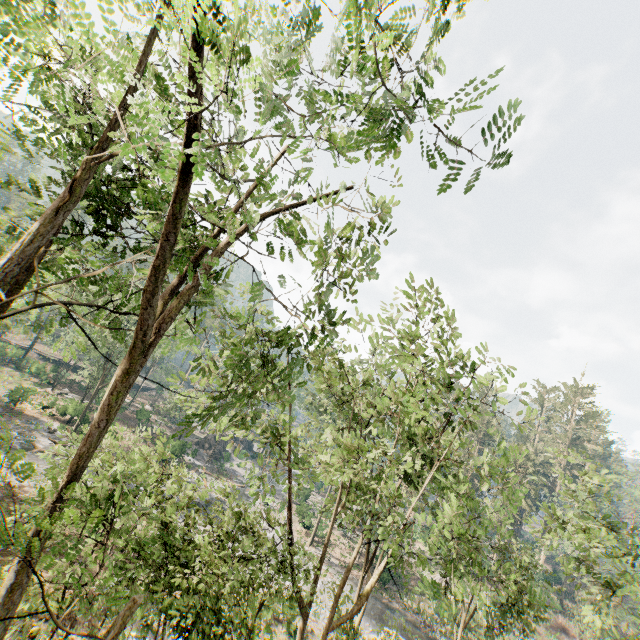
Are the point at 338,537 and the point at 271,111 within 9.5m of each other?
no

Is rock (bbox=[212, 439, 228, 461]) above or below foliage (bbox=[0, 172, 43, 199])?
below

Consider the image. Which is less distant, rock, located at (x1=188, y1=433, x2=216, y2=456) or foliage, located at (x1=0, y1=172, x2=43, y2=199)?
foliage, located at (x1=0, y1=172, x2=43, y2=199)

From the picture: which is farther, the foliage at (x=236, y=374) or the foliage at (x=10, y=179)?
the foliage at (x=10, y=179)

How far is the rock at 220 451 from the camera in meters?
51.3

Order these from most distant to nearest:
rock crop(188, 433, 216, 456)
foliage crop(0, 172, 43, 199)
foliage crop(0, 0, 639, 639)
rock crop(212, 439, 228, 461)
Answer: rock crop(188, 433, 216, 456)
rock crop(212, 439, 228, 461)
foliage crop(0, 172, 43, 199)
foliage crop(0, 0, 639, 639)

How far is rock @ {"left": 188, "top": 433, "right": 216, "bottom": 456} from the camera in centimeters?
5225cm
